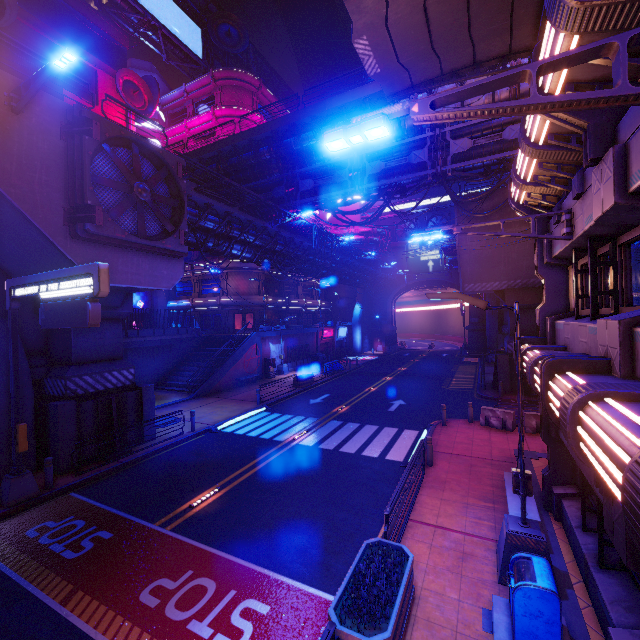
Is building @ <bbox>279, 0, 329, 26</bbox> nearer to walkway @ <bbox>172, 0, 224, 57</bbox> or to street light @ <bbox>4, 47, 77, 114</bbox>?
walkway @ <bbox>172, 0, 224, 57</bbox>

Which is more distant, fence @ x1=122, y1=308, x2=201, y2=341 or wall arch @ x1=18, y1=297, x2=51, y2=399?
fence @ x1=122, y1=308, x2=201, y2=341

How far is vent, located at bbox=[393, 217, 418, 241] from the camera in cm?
5594

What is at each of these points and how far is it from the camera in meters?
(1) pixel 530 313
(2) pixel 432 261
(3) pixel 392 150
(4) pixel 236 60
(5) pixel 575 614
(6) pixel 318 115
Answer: (1) pillar, 22.7
(2) sign, 51.9
(3) pipe, 20.2
(4) walkway, 48.0
(5) beam, 5.9
(6) walkway, 20.1

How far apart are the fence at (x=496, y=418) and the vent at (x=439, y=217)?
43.18m

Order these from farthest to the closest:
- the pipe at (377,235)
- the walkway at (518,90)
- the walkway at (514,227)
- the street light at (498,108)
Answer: the pipe at (377,235), the walkway at (514,227), the walkway at (518,90), the street light at (498,108)

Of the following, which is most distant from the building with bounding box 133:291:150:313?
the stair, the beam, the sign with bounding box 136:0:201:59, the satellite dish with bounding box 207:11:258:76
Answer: the beam

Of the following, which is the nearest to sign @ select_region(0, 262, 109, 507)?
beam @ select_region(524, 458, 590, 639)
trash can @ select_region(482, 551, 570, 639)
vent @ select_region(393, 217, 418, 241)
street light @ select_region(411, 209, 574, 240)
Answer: beam @ select_region(524, 458, 590, 639)
